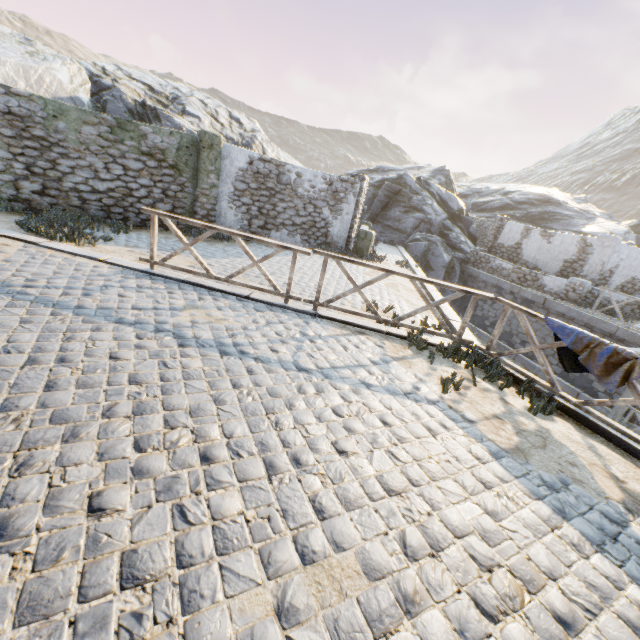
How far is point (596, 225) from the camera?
26.2m

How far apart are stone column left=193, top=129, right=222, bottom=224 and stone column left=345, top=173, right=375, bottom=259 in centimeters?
512cm

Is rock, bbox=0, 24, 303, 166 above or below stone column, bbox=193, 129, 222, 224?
above

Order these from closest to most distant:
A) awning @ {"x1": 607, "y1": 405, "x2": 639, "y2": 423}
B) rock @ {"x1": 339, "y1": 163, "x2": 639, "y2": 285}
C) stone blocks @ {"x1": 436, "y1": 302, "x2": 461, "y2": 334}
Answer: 1. stone blocks @ {"x1": 436, "y1": 302, "x2": 461, "y2": 334}
2. awning @ {"x1": 607, "y1": 405, "x2": 639, "y2": 423}
3. rock @ {"x1": 339, "y1": 163, "x2": 639, "y2": 285}

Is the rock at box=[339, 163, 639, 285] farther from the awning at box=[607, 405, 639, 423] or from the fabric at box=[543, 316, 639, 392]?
the fabric at box=[543, 316, 639, 392]

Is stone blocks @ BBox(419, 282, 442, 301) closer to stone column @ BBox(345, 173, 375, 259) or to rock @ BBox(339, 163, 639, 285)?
rock @ BBox(339, 163, 639, 285)

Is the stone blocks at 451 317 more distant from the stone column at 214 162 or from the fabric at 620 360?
the stone column at 214 162

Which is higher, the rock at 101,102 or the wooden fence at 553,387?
the rock at 101,102
